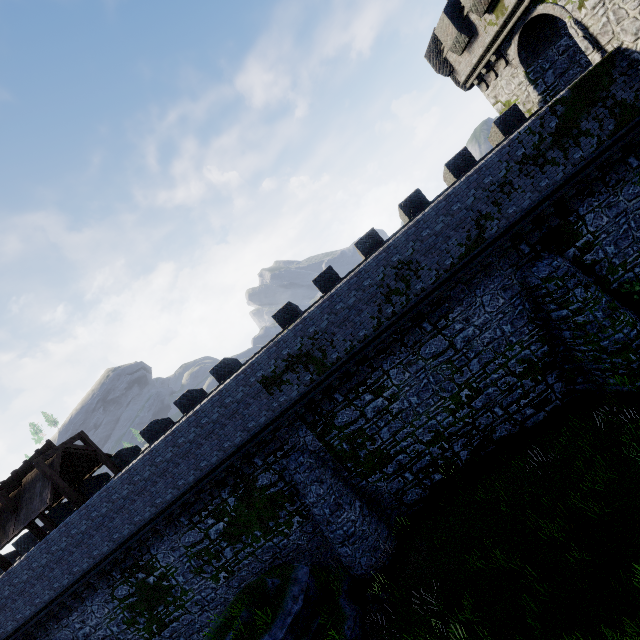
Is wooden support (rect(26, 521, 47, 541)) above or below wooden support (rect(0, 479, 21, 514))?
below

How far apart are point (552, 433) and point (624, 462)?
2.9m

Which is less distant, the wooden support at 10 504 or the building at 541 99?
the building at 541 99

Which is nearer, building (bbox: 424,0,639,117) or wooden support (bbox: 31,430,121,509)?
building (bbox: 424,0,639,117)

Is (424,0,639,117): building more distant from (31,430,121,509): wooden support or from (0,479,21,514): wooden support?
(0,479,21,514): wooden support

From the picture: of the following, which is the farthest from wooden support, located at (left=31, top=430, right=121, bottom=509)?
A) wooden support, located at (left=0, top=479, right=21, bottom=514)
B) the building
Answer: the building
